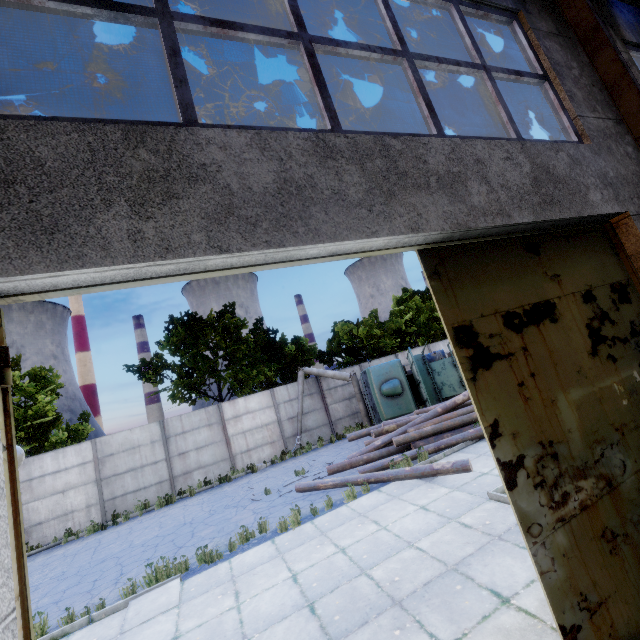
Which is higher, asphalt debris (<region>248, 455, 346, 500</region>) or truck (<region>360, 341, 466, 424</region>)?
truck (<region>360, 341, 466, 424</region>)

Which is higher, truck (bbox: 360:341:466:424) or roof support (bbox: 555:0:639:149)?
roof support (bbox: 555:0:639:149)

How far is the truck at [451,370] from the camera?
15.8m

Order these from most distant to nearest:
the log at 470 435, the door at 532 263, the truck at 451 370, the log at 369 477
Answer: the truck at 451 370 < the log at 470 435 < the log at 369 477 < the door at 532 263

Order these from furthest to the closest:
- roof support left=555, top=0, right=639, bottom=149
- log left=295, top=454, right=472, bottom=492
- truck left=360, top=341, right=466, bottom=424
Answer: truck left=360, top=341, right=466, bottom=424 < log left=295, top=454, right=472, bottom=492 < roof support left=555, top=0, right=639, bottom=149

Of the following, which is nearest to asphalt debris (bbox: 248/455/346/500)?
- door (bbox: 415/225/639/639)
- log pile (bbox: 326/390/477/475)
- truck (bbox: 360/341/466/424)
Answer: log pile (bbox: 326/390/477/475)

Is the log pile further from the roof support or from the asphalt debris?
the roof support

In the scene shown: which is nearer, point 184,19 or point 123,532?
point 184,19
